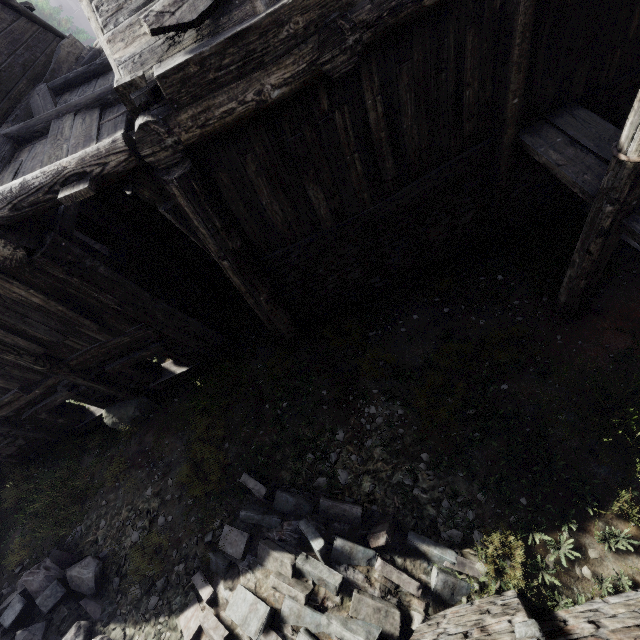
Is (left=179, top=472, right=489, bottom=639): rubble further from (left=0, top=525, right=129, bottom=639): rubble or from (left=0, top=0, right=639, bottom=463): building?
(left=0, top=0, right=639, bottom=463): building

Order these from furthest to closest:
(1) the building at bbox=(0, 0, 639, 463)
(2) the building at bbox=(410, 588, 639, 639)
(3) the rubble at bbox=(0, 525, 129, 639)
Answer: (3) the rubble at bbox=(0, 525, 129, 639), (1) the building at bbox=(0, 0, 639, 463), (2) the building at bbox=(410, 588, 639, 639)

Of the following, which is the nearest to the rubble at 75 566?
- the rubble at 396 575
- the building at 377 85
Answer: the rubble at 396 575

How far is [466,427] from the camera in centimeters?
542cm

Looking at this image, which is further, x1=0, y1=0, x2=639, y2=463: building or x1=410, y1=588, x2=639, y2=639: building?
x1=0, y1=0, x2=639, y2=463: building

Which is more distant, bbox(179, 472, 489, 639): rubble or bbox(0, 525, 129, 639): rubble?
bbox(0, 525, 129, 639): rubble

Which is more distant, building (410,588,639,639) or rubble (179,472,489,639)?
rubble (179,472,489,639)

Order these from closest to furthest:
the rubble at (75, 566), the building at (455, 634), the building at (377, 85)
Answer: the building at (455, 634) → the building at (377, 85) → the rubble at (75, 566)
